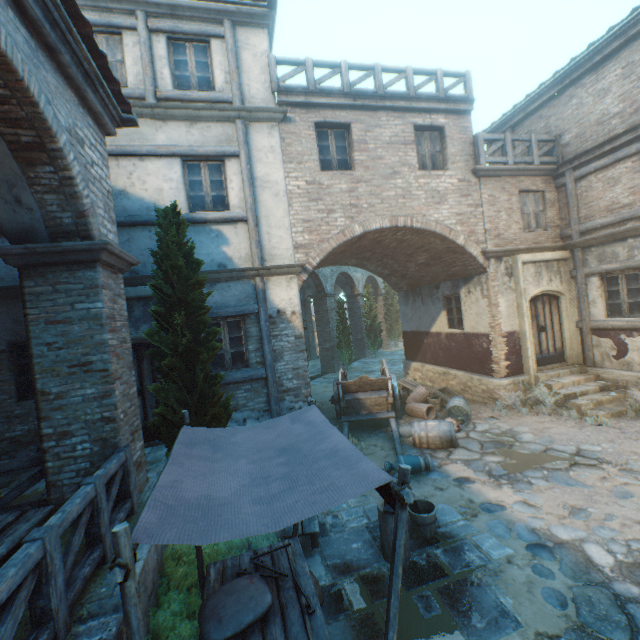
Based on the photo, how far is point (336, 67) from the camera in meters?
8.8 m

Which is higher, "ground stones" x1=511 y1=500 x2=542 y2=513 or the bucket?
the bucket

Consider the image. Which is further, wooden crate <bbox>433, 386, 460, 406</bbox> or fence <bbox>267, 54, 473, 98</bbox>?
wooden crate <bbox>433, 386, 460, 406</bbox>

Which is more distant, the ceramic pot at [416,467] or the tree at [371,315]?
the tree at [371,315]

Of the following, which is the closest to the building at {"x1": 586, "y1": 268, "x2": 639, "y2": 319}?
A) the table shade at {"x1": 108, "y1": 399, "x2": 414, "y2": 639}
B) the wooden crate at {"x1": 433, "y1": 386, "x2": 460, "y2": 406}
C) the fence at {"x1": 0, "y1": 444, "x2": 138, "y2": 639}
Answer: the fence at {"x1": 0, "y1": 444, "x2": 138, "y2": 639}

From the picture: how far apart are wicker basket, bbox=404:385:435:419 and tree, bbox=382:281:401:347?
17.7m

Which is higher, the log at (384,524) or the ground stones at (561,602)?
the log at (384,524)

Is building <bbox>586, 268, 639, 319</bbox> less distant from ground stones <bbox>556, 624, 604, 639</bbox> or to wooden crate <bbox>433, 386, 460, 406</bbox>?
wooden crate <bbox>433, 386, 460, 406</bbox>
